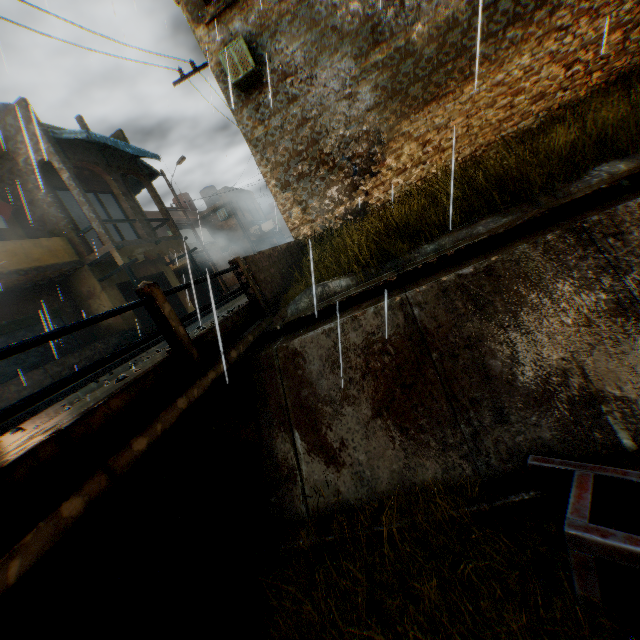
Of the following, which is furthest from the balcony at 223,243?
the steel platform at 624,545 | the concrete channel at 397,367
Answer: the steel platform at 624,545

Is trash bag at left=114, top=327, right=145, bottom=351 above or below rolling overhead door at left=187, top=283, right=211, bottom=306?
below

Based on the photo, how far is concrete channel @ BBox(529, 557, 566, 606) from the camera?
2.75m

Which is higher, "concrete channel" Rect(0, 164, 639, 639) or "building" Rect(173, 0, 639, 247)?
"building" Rect(173, 0, 639, 247)

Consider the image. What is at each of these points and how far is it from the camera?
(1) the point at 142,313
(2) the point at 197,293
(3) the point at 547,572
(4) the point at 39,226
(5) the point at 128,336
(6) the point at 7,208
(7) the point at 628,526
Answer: (1) wooden gate, 14.9m
(2) rolling overhead door, 24.8m
(3) concrete channel, 2.9m
(4) building, 13.0m
(5) trash bag, 13.2m
(6) dryer, 11.6m
(7) concrete channel, 2.9m

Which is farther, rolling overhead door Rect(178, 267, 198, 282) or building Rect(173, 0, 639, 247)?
building Rect(173, 0, 639, 247)

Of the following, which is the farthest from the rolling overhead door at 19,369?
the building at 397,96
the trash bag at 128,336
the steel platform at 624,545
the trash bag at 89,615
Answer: the trash bag at 89,615

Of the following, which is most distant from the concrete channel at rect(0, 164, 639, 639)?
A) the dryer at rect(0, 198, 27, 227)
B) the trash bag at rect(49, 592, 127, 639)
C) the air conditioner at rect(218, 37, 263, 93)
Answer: the dryer at rect(0, 198, 27, 227)
